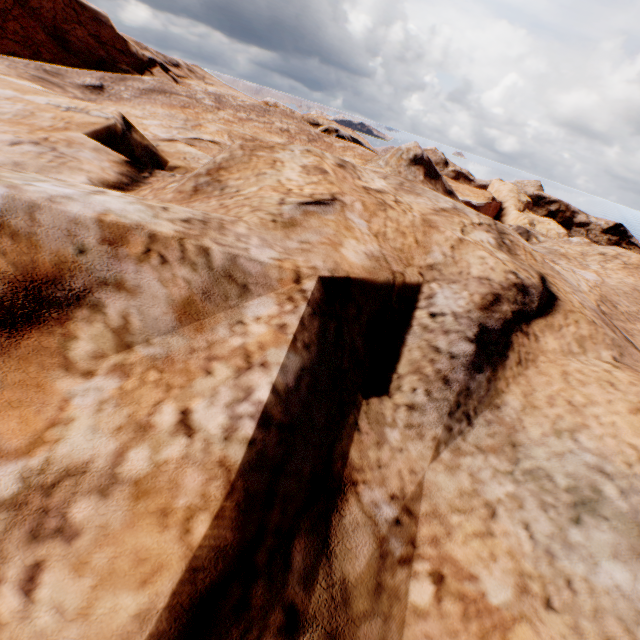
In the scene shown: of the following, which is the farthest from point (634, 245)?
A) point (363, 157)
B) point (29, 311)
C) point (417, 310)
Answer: point (29, 311)
